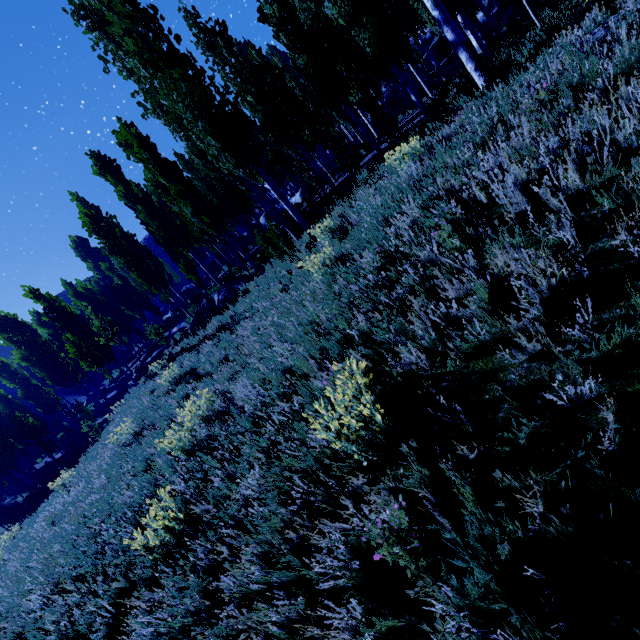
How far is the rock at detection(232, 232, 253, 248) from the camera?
32.4 meters

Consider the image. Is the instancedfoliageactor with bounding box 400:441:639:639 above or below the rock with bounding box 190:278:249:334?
below

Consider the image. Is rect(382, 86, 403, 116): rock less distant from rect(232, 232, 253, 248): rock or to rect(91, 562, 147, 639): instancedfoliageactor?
rect(91, 562, 147, 639): instancedfoliageactor

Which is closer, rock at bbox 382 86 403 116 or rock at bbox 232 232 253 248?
rock at bbox 382 86 403 116

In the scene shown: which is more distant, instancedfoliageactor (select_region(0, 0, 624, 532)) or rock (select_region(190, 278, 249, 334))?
rock (select_region(190, 278, 249, 334))

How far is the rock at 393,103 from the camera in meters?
28.4

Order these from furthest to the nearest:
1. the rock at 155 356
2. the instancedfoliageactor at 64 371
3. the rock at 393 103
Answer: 1. the rock at 393 103
2. the rock at 155 356
3. the instancedfoliageactor at 64 371

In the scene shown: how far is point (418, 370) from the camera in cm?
284
